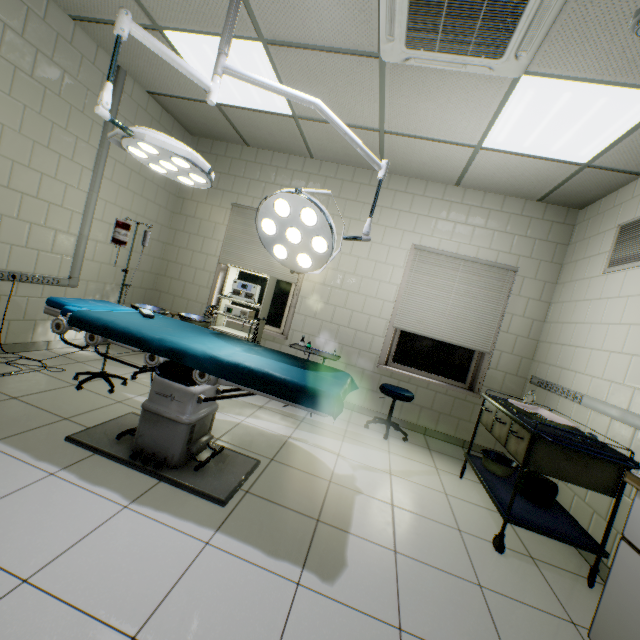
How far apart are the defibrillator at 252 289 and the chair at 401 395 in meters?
2.0 m

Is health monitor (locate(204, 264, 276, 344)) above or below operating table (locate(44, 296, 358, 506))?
above

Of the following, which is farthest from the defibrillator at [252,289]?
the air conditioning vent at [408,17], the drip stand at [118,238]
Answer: the air conditioning vent at [408,17]

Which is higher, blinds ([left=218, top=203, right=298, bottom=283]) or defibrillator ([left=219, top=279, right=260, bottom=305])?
blinds ([left=218, top=203, right=298, bottom=283])

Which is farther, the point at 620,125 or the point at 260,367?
the point at 620,125

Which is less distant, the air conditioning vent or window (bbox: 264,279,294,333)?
the air conditioning vent

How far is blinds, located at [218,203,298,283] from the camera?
4.7 meters

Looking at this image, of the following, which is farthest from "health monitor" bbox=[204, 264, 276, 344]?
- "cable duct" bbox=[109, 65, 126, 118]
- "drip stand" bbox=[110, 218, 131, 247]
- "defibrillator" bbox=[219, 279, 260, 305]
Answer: "cable duct" bbox=[109, 65, 126, 118]
